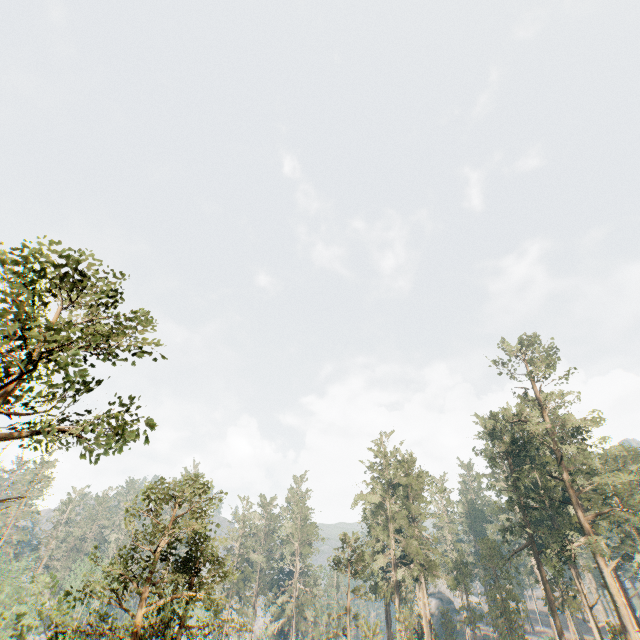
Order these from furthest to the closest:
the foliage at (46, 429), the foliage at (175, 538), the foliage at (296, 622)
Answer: the foliage at (296, 622)
the foliage at (175, 538)
the foliage at (46, 429)

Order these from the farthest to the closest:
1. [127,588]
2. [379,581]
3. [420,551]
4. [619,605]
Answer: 1. [379,581]
2. [420,551]
3. [619,605]
4. [127,588]

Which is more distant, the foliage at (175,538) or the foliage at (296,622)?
the foliage at (296,622)

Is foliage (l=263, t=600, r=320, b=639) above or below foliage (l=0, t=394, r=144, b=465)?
below

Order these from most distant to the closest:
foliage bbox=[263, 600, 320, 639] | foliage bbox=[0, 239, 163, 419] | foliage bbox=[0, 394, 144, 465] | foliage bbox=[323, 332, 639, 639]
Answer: foliage bbox=[263, 600, 320, 639] < foliage bbox=[323, 332, 639, 639] < foliage bbox=[0, 394, 144, 465] < foliage bbox=[0, 239, 163, 419]

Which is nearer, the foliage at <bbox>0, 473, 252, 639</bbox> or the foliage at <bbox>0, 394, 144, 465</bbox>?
the foliage at <bbox>0, 394, 144, 465</bbox>
